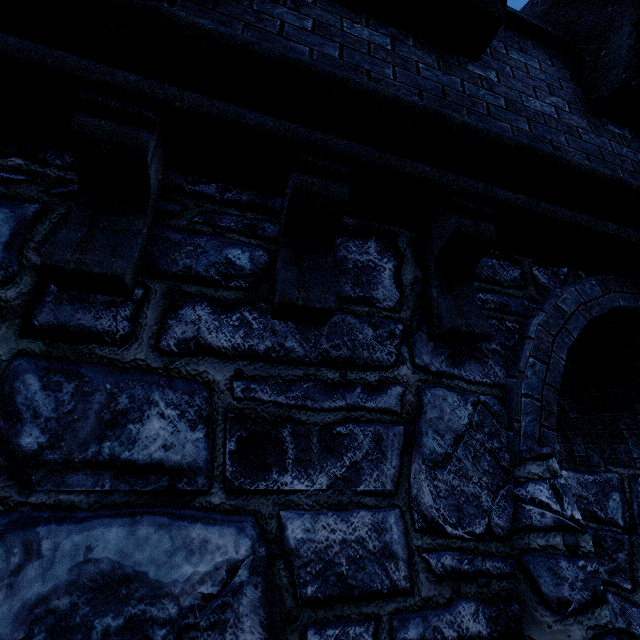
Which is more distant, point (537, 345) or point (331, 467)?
point (537, 345)
